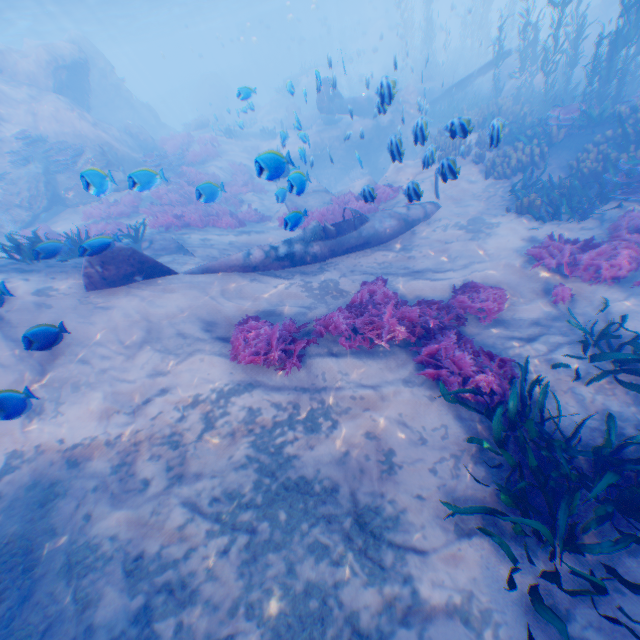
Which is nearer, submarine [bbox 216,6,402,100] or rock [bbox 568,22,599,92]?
rock [bbox 568,22,599,92]

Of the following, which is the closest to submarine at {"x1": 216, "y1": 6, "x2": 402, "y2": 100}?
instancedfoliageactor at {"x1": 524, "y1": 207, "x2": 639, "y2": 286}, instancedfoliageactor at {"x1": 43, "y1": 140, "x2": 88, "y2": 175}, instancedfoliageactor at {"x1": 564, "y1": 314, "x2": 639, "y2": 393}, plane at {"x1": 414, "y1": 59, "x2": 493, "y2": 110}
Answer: plane at {"x1": 414, "y1": 59, "x2": 493, "y2": 110}

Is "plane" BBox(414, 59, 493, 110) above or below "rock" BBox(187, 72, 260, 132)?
below

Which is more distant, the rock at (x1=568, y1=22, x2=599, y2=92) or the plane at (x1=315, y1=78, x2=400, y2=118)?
the rock at (x1=568, y1=22, x2=599, y2=92)

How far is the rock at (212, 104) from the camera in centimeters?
2619cm

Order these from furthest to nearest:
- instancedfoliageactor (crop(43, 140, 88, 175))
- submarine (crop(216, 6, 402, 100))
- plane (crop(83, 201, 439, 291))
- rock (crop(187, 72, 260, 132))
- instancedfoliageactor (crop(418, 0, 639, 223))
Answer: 1. submarine (crop(216, 6, 402, 100))
2. rock (crop(187, 72, 260, 132))
3. instancedfoliageactor (crop(43, 140, 88, 175))
4. instancedfoliageactor (crop(418, 0, 639, 223))
5. plane (crop(83, 201, 439, 291))

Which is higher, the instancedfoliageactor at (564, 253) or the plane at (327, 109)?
the plane at (327, 109)

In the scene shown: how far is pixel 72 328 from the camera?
6.45m
